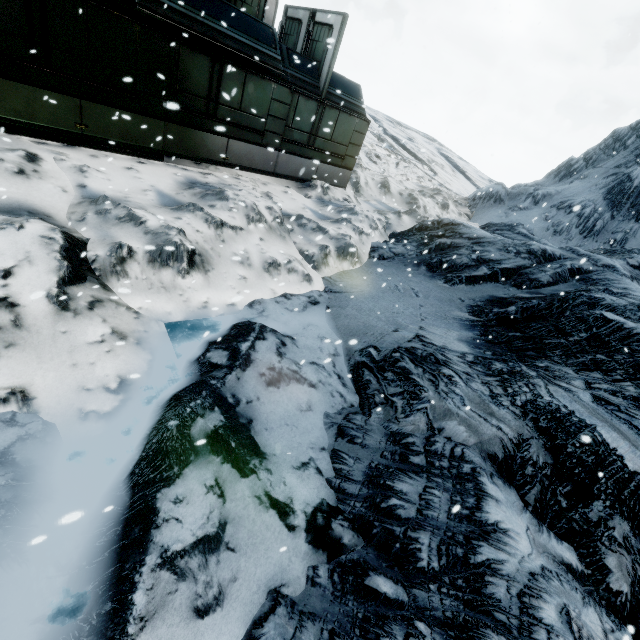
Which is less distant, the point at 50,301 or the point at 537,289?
the point at 50,301
